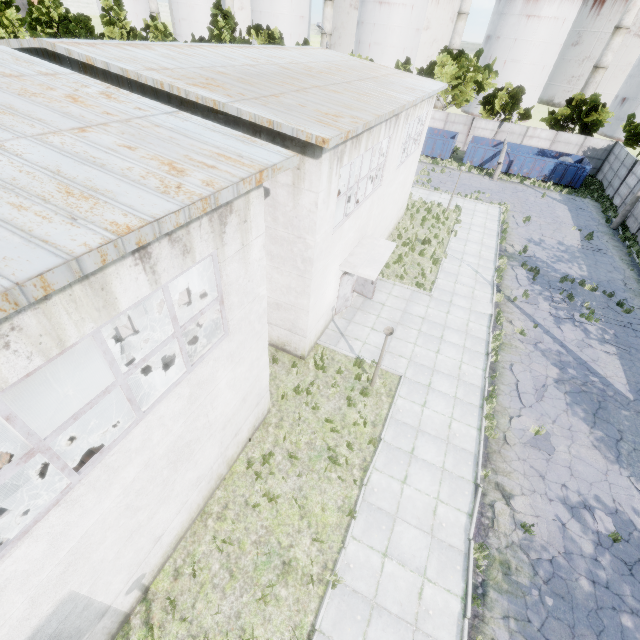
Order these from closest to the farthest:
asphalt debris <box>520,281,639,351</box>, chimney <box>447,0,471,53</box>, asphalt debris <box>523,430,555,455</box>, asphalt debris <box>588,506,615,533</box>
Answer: asphalt debris <box>588,506,615,533</box>, asphalt debris <box>523,430,555,455</box>, asphalt debris <box>520,281,639,351</box>, chimney <box>447,0,471,53</box>

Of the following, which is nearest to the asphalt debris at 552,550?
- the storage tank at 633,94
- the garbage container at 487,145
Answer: the garbage container at 487,145

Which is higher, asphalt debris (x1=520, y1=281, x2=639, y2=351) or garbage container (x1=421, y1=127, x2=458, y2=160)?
garbage container (x1=421, y1=127, x2=458, y2=160)

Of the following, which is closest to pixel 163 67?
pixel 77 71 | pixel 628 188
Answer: pixel 77 71

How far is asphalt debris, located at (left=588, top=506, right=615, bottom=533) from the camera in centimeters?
915cm

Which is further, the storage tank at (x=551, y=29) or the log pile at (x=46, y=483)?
the storage tank at (x=551, y=29)

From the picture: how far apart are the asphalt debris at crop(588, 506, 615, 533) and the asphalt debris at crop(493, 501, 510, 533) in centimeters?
108cm

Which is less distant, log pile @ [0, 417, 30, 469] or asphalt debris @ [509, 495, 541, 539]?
log pile @ [0, 417, 30, 469]
